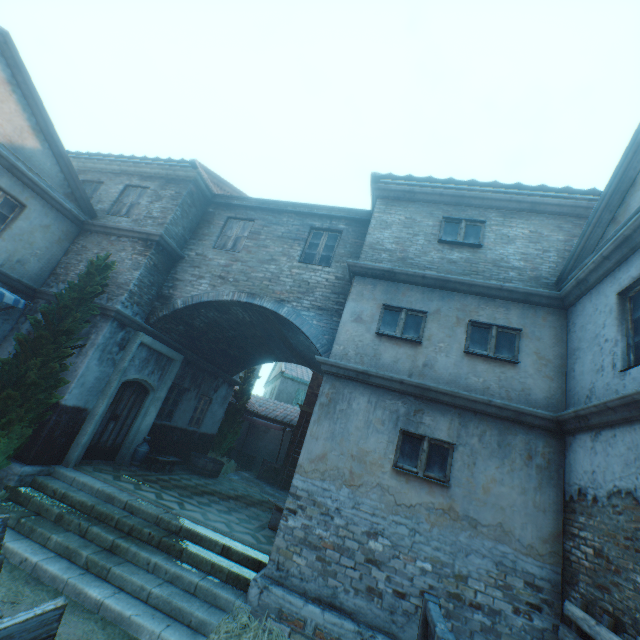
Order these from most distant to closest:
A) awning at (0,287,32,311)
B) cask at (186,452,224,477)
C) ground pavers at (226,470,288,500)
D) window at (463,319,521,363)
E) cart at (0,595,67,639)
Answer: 1. ground pavers at (226,470,288,500)
2. cask at (186,452,224,477)
3. awning at (0,287,32,311)
4. window at (463,319,521,363)
5. cart at (0,595,67,639)

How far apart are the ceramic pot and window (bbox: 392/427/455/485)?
7.9 meters

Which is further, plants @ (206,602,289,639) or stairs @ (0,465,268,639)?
stairs @ (0,465,268,639)

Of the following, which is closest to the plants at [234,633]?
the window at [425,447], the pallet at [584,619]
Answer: the pallet at [584,619]

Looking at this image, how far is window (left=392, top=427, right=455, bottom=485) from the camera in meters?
5.8 m

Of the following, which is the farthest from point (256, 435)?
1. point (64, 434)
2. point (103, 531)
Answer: point (103, 531)

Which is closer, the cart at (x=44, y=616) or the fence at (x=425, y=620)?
the cart at (x=44, y=616)

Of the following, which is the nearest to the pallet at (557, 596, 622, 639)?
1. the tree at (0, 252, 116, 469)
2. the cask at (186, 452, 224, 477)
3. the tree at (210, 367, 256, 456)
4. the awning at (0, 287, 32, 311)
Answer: the tree at (0, 252, 116, 469)
